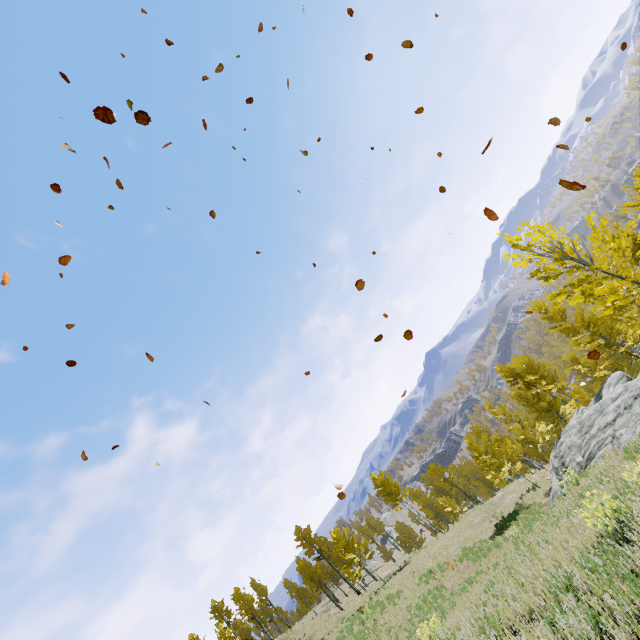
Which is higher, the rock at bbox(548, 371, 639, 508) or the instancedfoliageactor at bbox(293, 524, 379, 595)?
the instancedfoliageactor at bbox(293, 524, 379, 595)

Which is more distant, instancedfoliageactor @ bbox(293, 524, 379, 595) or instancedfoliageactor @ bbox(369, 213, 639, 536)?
instancedfoliageactor @ bbox(293, 524, 379, 595)

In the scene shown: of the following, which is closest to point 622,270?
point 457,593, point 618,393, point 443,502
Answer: point 618,393

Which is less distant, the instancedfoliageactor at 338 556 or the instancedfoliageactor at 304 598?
the instancedfoliageactor at 338 556

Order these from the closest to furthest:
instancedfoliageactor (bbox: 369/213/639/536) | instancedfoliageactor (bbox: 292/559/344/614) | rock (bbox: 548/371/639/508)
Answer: instancedfoliageactor (bbox: 369/213/639/536), rock (bbox: 548/371/639/508), instancedfoliageactor (bbox: 292/559/344/614)

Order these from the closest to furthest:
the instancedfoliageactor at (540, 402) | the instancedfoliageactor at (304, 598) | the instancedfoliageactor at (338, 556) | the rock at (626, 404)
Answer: the instancedfoliageactor at (540, 402) → the rock at (626, 404) → the instancedfoliageactor at (338, 556) → the instancedfoliageactor at (304, 598)

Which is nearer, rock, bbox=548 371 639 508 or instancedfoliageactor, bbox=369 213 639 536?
instancedfoliageactor, bbox=369 213 639 536
